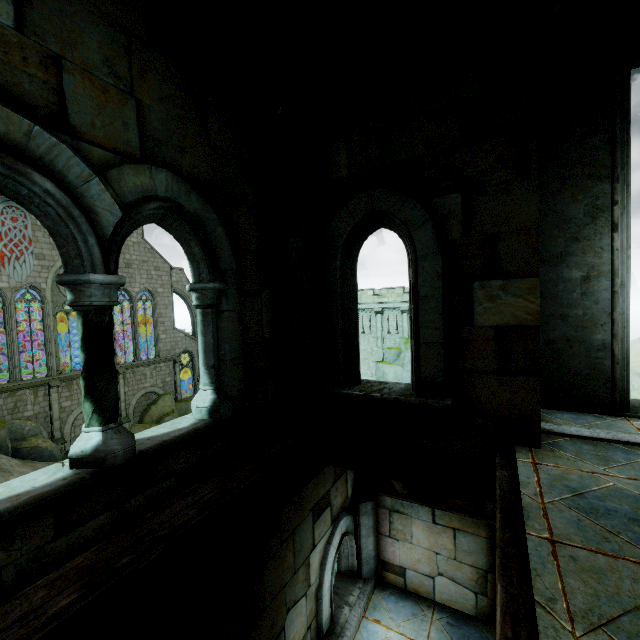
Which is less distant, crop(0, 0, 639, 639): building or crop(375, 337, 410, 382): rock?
crop(0, 0, 639, 639): building

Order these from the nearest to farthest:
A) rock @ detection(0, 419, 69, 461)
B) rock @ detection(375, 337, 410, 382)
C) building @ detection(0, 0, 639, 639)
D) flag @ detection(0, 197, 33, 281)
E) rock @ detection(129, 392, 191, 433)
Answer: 1. building @ detection(0, 0, 639, 639)
2. rock @ detection(0, 419, 69, 461)
3. flag @ detection(0, 197, 33, 281)
4. rock @ detection(129, 392, 191, 433)
5. rock @ detection(375, 337, 410, 382)

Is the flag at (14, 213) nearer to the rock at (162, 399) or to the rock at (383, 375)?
the rock at (162, 399)

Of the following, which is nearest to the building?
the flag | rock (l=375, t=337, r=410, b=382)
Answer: the flag

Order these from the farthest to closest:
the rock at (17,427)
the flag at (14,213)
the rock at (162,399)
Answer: the rock at (162,399) → the flag at (14,213) → the rock at (17,427)

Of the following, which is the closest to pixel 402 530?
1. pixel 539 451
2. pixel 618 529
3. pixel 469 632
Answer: pixel 469 632

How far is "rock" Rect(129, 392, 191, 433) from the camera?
27.64m

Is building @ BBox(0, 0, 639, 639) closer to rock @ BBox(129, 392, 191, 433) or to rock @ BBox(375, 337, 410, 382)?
rock @ BBox(129, 392, 191, 433)
